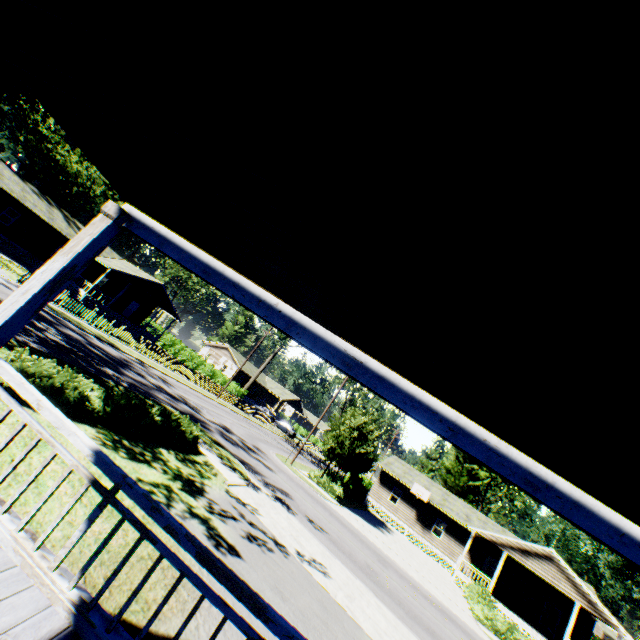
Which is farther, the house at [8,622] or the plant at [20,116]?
the plant at [20,116]

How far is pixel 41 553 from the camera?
3.05m

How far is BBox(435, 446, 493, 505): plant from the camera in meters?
43.1

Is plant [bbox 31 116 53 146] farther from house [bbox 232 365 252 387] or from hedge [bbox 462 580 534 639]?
house [bbox 232 365 252 387]

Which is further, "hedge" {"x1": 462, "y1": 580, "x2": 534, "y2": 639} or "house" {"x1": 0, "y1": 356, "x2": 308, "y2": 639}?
"hedge" {"x1": 462, "y1": 580, "x2": 534, "y2": 639}

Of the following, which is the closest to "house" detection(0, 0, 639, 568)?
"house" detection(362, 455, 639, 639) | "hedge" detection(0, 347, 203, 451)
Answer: "hedge" detection(0, 347, 203, 451)

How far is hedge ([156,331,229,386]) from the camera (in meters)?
42.72
